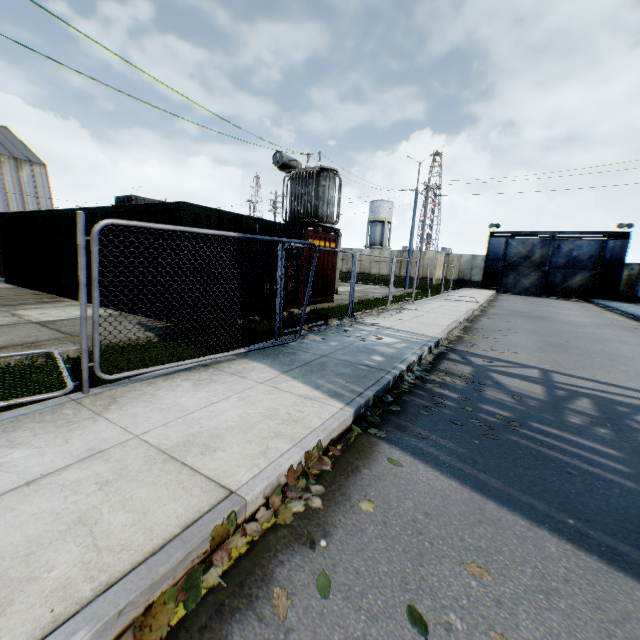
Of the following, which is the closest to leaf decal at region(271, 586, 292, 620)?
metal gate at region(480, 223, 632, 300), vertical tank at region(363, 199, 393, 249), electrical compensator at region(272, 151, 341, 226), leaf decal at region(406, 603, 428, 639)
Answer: leaf decal at region(406, 603, 428, 639)

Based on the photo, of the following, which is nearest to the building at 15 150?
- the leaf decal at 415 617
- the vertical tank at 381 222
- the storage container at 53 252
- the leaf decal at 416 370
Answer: the storage container at 53 252

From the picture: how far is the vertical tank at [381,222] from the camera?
53.7 meters

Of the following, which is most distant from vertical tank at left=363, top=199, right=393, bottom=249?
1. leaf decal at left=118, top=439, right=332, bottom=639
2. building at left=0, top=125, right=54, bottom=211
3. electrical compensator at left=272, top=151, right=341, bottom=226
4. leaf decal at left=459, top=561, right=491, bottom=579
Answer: leaf decal at left=459, top=561, right=491, bottom=579

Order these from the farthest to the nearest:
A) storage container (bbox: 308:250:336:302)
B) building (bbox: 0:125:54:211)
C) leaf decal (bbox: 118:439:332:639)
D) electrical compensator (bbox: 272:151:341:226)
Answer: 1. building (bbox: 0:125:54:211)
2. electrical compensator (bbox: 272:151:341:226)
3. storage container (bbox: 308:250:336:302)
4. leaf decal (bbox: 118:439:332:639)

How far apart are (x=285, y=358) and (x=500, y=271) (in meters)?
34.26

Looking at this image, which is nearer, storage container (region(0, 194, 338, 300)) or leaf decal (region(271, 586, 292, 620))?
leaf decal (region(271, 586, 292, 620))

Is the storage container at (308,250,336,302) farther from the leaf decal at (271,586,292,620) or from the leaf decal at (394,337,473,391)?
the leaf decal at (271,586,292,620)
